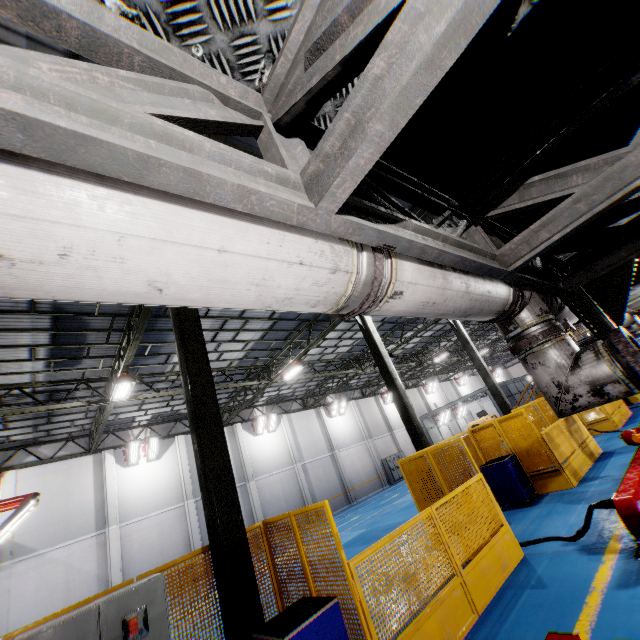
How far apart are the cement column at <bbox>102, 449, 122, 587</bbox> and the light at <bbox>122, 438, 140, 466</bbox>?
0.51m

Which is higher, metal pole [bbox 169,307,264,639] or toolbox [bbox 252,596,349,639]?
metal pole [bbox 169,307,264,639]

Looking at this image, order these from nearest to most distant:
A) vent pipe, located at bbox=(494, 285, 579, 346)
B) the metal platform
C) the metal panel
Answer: vent pipe, located at bbox=(494, 285, 579, 346) → the metal panel → the metal platform

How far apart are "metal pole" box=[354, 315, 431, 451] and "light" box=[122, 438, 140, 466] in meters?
14.6 m

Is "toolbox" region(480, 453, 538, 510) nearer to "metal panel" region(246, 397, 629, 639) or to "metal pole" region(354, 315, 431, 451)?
"metal panel" region(246, 397, 629, 639)

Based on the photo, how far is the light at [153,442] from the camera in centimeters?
1884cm

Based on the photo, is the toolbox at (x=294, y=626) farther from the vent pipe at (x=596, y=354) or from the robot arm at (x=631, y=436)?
the robot arm at (x=631, y=436)

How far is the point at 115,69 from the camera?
1.01m
